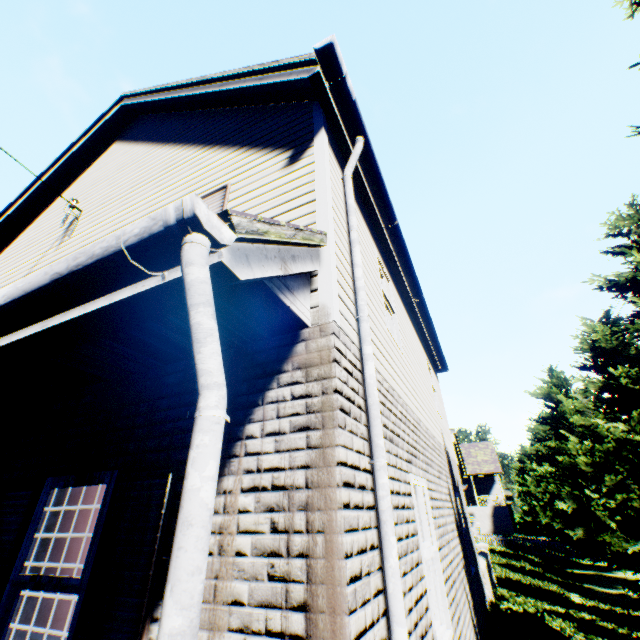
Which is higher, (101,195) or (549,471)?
(101,195)

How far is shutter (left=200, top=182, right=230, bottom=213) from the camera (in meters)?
4.14

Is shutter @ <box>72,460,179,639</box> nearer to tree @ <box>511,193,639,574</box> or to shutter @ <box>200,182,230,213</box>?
shutter @ <box>200,182,230,213</box>

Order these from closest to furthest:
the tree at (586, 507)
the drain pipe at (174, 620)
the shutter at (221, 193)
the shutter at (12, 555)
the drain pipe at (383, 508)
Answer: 1. the drain pipe at (174, 620)
2. the drain pipe at (383, 508)
3. the shutter at (12, 555)
4. the shutter at (221, 193)
5. the tree at (586, 507)

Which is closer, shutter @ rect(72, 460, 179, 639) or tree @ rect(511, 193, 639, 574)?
shutter @ rect(72, 460, 179, 639)

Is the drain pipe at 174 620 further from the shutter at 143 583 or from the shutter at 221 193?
the shutter at 221 193

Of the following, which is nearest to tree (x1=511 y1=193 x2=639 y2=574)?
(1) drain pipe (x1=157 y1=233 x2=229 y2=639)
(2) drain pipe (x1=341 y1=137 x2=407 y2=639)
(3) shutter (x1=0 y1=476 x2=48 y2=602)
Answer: (2) drain pipe (x1=341 y1=137 x2=407 y2=639)

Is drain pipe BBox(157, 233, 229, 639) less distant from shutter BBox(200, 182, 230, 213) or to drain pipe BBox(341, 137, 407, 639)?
drain pipe BBox(341, 137, 407, 639)
